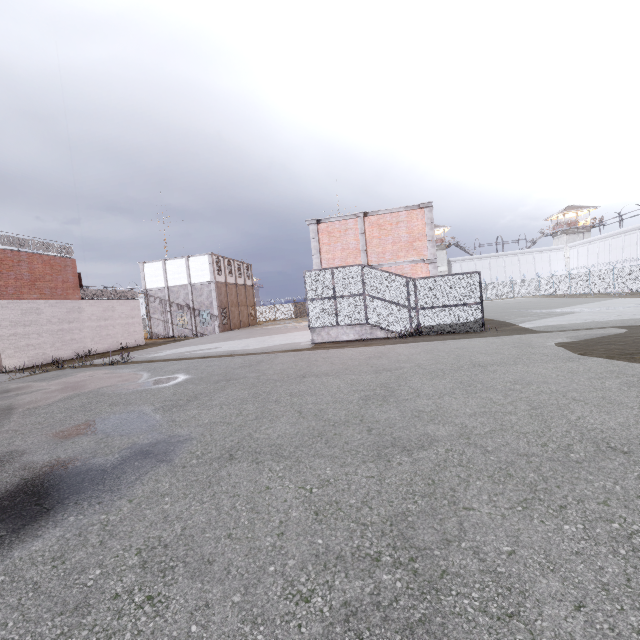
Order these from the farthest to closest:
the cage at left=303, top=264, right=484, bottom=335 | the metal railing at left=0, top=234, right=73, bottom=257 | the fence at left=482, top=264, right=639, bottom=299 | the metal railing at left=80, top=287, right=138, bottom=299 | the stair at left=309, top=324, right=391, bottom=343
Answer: the fence at left=482, top=264, right=639, bottom=299 → the metal railing at left=80, top=287, right=138, bottom=299 → the metal railing at left=0, top=234, right=73, bottom=257 → the stair at left=309, top=324, right=391, bottom=343 → the cage at left=303, top=264, right=484, bottom=335

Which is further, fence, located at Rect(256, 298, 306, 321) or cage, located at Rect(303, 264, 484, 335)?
fence, located at Rect(256, 298, 306, 321)

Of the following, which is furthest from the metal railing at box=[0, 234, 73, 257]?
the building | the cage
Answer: the building

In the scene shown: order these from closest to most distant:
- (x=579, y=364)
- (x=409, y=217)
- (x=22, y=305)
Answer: (x=579, y=364), (x=409, y=217), (x=22, y=305)

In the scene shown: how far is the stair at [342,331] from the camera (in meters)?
16.20

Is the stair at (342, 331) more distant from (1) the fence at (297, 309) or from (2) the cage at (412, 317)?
(1) the fence at (297, 309)

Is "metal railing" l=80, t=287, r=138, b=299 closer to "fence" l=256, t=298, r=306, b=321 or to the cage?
"fence" l=256, t=298, r=306, b=321

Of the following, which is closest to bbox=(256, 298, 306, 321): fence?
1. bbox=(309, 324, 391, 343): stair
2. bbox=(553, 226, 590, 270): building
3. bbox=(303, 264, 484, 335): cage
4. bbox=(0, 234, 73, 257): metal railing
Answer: bbox=(0, 234, 73, 257): metal railing
